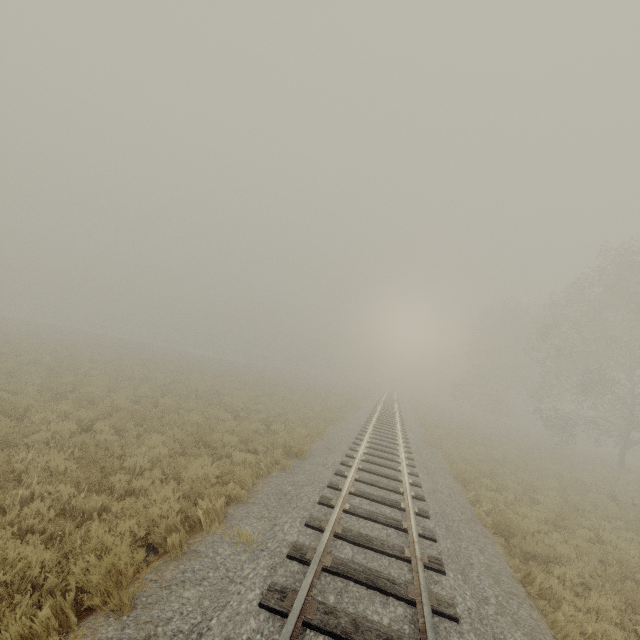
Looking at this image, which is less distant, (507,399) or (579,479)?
(579,479)
